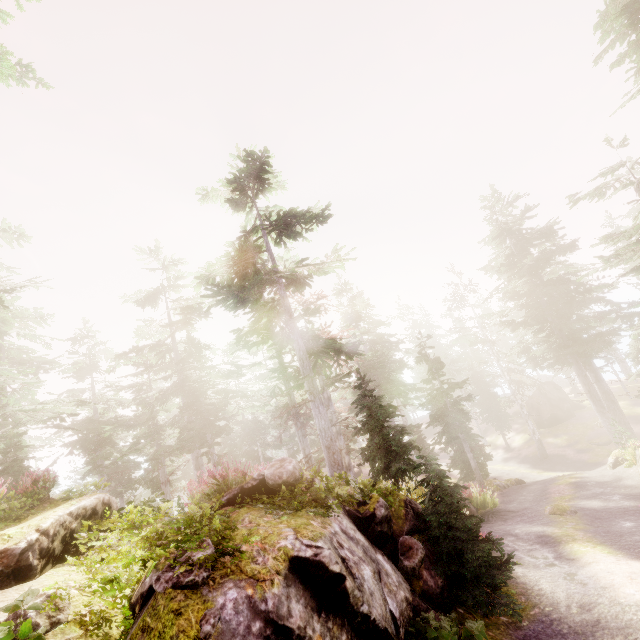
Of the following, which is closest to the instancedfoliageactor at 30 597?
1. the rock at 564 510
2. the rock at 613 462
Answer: the rock at 613 462

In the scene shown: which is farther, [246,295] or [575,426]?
[575,426]

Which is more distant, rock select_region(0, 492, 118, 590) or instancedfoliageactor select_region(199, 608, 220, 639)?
rock select_region(0, 492, 118, 590)

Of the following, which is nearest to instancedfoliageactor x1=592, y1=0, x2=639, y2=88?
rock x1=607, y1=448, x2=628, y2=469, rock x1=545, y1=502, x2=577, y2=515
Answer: rock x1=607, y1=448, x2=628, y2=469

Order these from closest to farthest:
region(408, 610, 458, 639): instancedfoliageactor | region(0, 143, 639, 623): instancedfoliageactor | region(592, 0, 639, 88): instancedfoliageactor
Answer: region(408, 610, 458, 639): instancedfoliageactor < region(0, 143, 639, 623): instancedfoliageactor < region(592, 0, 639, 88): instancedfoliageactor

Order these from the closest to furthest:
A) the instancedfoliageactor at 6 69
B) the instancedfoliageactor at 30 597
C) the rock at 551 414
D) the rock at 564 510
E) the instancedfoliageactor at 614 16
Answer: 1. the instancedfoliageactor at 30 597
2. the instancedfoliageactor at 6 69
3. the instancedfoliageactor at 614 16
4. the rock at 564 510
5. the rock at 551 414
